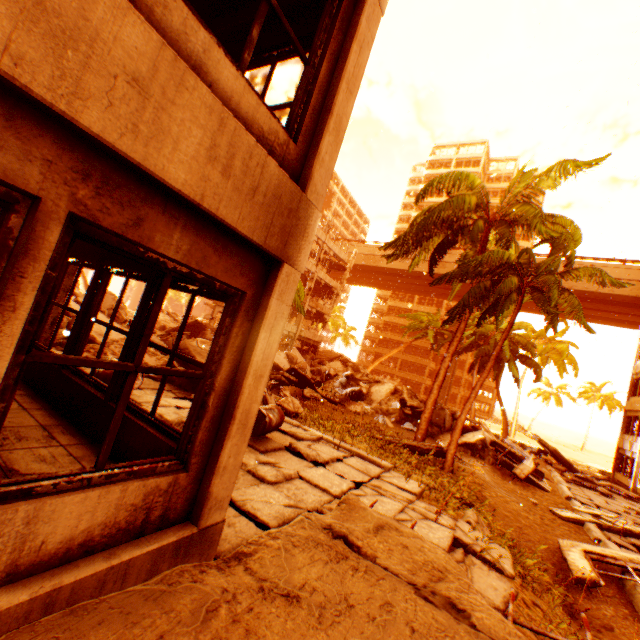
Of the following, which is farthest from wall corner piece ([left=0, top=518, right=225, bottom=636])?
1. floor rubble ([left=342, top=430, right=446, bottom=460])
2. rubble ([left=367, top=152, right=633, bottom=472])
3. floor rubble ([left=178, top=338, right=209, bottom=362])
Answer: rubble ([left=367, top=152, right=633, bottom=472])

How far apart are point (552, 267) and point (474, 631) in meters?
10.0

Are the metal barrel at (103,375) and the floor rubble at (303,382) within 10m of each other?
no

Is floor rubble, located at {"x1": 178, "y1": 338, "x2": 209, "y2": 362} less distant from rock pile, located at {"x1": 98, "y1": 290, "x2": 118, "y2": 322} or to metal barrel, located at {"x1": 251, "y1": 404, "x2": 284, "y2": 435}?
rock pile, located at {"x1": 98, "y1": 290, "x2": 118, "y2": 322}

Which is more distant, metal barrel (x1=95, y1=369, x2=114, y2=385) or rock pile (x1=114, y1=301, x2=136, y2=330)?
rock pile (x1=114, y1=301, x2=136, y2=330)

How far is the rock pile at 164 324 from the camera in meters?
11.8 m

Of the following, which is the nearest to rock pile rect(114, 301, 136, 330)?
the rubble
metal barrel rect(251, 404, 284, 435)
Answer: the rubble

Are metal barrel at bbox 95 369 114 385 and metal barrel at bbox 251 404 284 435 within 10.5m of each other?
yes
